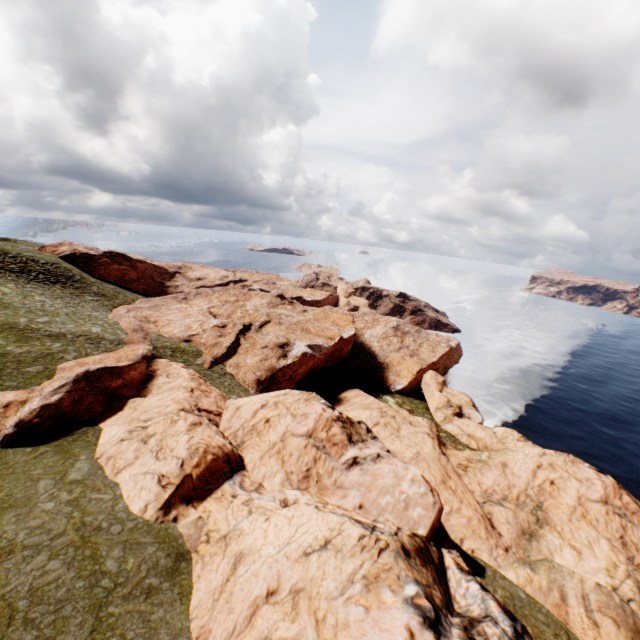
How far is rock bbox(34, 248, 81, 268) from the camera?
58.4m

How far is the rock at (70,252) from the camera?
58.4 meters

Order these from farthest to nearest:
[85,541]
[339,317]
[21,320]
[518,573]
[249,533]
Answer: [339,317], [21,320], [518,573], [249,533], [85,541]

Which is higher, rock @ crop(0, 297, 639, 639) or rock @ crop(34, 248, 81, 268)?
rock @ crop(34, 248, 81, 268)

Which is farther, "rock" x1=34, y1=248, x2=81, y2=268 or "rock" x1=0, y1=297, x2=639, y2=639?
"rock" x1=34, y1=248, x2=81, y2=268

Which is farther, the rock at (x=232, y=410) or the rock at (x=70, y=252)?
the rock at (x=70, y=252)
